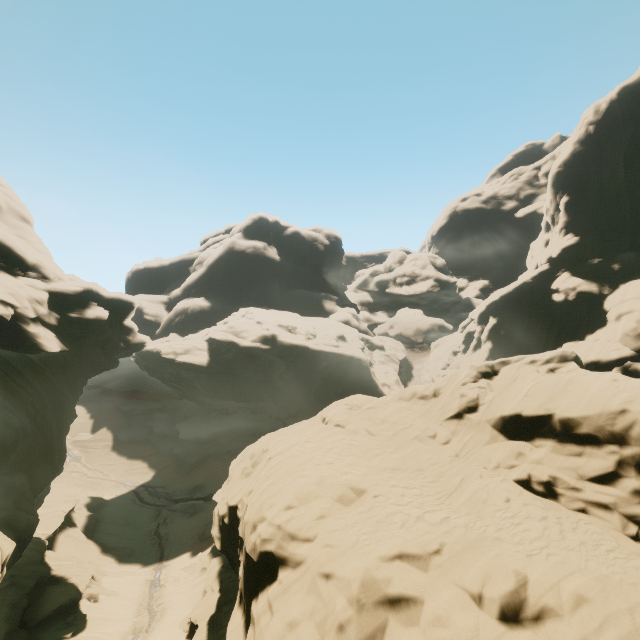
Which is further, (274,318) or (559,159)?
(274,318)
